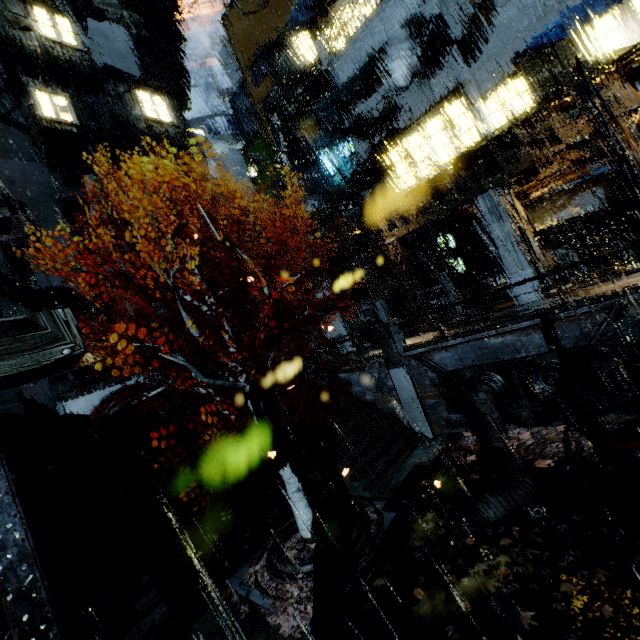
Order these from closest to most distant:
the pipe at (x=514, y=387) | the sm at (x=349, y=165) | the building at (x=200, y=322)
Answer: the pipe at (x=514, y=387) < the sm at (x=349, y=165) < the building at (x=200, y=322)

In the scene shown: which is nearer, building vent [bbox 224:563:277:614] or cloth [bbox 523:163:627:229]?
building vent [bbox 224:563:277:614]

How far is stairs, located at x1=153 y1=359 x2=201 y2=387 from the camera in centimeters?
2189cm

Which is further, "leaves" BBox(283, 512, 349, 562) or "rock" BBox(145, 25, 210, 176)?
"rock" BBox(145, 25, 210, 176)

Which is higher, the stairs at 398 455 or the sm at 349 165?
the sm at 349 165

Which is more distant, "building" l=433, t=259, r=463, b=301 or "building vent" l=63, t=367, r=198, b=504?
"building" l=433, t=259, r=463, b=301

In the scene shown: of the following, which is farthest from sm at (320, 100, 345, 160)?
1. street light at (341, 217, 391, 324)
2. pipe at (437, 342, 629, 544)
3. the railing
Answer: pipe at (437, 342, 629, 544)

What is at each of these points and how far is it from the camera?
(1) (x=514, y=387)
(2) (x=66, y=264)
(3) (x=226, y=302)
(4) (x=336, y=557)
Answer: (1) pipe, 12.8 meters
(2) building, 25.9 meters
(3) building, 29.9 meters
(4) building vent, 9.6 meters
